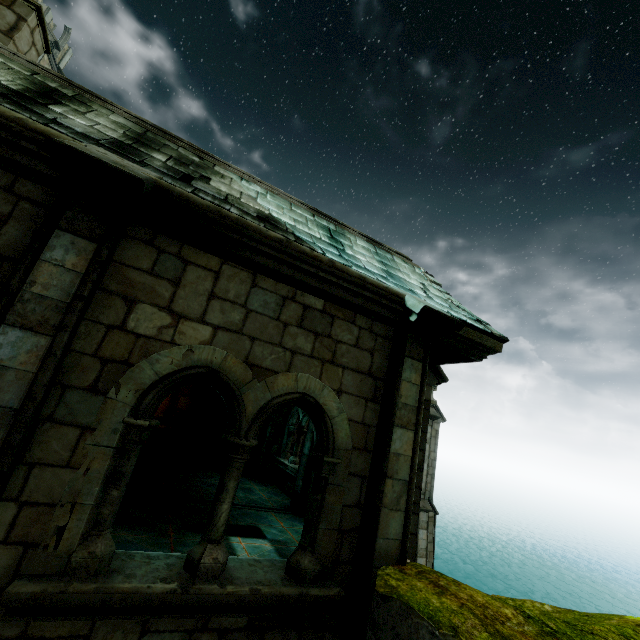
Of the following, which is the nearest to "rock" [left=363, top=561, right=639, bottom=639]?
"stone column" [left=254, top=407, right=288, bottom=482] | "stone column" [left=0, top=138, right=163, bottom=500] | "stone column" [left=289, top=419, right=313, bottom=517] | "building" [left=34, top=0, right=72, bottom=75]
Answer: "stone column" [left=0, top=138, right=163, bottom=500]

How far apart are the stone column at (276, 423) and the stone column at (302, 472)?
3.0 meters

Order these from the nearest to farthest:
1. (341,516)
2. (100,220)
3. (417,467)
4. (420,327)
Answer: (100,220) < (341,516) < (420,327) < (417,467)

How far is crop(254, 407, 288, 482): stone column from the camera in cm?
1221

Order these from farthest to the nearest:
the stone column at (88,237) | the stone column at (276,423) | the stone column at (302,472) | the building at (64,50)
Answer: the building at (64,50) < the stone column at (276,423) < the stone column at (302,472) < the stone column at (88,237)

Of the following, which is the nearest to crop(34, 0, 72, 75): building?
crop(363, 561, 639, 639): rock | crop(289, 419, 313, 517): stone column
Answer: crop(289, 419, 313, 517): stone column

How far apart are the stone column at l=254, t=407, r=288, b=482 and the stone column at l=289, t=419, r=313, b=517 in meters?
3.0

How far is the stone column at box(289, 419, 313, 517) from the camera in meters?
8.9 m
